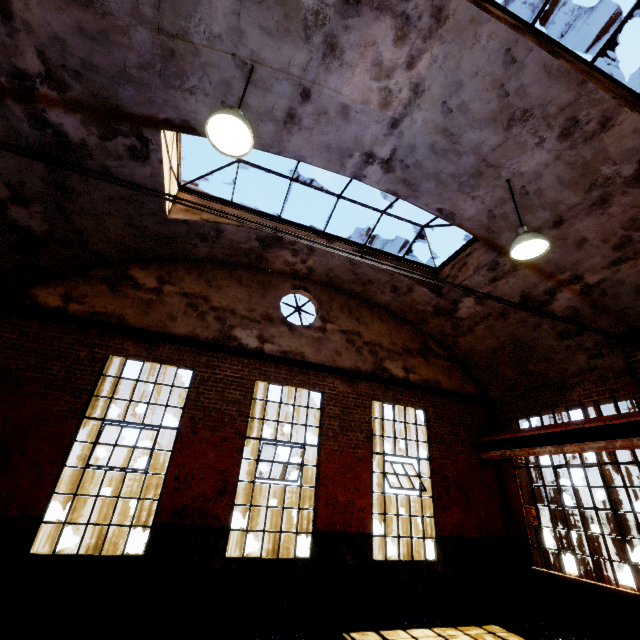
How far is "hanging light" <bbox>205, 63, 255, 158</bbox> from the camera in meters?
3.6 m

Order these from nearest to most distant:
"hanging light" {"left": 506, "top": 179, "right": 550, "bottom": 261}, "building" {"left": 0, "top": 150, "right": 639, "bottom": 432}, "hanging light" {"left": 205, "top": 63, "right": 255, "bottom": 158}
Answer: "hanging light" {"left": 205, "top": 63, "right": 255, "bottom": 158}
"hanging light" {"left": 506, "top": 179, "right": 550, "bottom": 261}
"building" {"left": 0, "top": 150, "right": 639, "bottom": 432}

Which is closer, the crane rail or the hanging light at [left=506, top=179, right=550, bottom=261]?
the hanging light at [left=506, top=179, right=550, bottom=261]

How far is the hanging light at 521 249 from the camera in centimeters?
493cm

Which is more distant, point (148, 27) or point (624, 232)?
point (624, 232)

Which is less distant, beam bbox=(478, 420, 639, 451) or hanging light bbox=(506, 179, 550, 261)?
hanging light bbox=(506, 179, 550, 261)

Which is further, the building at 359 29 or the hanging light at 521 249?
the hanging light at 521 249

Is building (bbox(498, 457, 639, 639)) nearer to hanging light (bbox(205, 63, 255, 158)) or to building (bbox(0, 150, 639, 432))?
building (bbox(0, 150, 639, 432))
